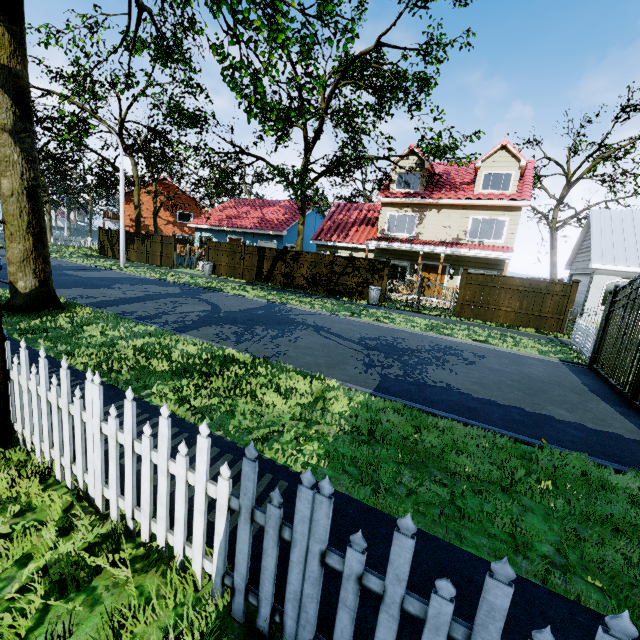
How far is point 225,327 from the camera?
9.7m

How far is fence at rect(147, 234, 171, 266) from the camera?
25.28m

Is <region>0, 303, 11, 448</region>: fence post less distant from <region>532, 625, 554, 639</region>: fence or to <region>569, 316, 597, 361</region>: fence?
<region>532, 625, 554, 639</region>: fence

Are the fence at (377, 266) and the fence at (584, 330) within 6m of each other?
no

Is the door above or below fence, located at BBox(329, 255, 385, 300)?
above

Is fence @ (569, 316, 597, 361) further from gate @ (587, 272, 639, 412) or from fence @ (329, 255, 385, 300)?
fence @ (329, 255, 385, 300)

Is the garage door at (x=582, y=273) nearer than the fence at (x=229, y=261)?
Yes

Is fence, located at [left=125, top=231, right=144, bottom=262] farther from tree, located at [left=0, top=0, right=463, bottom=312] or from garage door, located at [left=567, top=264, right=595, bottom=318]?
garage door, located at [left=567, top=264, right=595, bottom=318]
